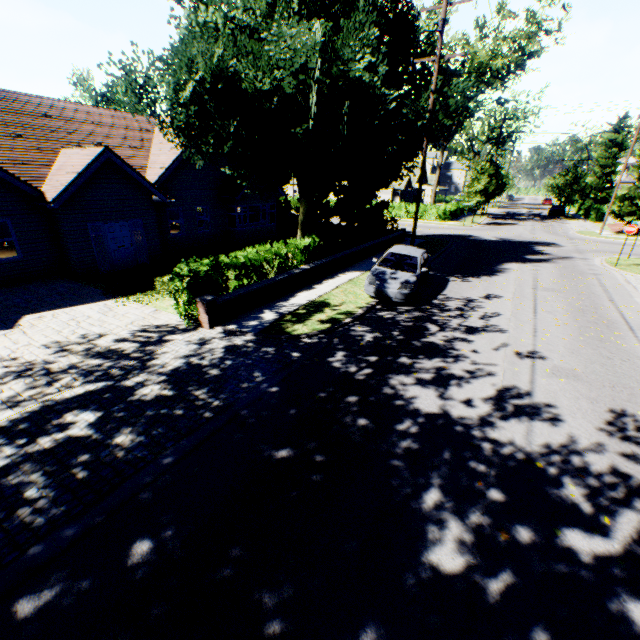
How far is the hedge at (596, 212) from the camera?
40.2m

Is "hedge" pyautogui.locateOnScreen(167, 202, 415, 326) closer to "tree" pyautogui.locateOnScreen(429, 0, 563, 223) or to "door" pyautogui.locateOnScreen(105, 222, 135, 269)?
"tree" pyautogui.locateOnScreen(429, 0, 563, 223)

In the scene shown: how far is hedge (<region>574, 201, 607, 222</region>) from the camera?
40.2m

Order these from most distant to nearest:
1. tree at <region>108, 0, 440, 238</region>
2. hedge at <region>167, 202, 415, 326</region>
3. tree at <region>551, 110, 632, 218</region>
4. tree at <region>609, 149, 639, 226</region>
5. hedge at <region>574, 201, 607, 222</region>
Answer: tree at <region>551, 110, 632, 218</region>, hedge at <region>574, 201, 607, 222</region>, tree at <region>609, 149, 639, 226</region>, tree at <region>108, 0, 440, 238</region>, hedge at <region>167, 202, 415, 326</region>

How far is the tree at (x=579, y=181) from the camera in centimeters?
4219cm

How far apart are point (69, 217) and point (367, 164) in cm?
1453

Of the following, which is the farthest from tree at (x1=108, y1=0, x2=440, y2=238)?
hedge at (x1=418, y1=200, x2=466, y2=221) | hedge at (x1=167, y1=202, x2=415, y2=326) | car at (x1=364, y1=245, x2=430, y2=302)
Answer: car at (x1=364, y1=245, x2=430, y2=302)
